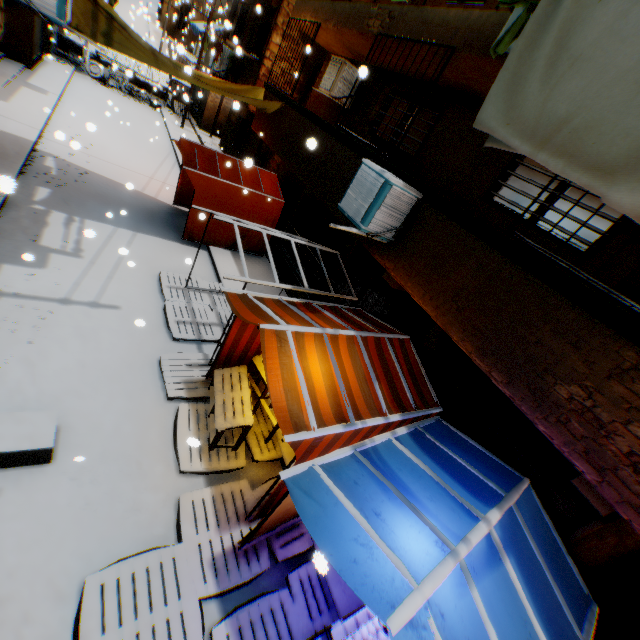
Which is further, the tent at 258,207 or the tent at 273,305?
the tent at 258,207

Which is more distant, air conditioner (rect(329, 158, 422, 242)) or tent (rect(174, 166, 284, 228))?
tent (rect(174, 166, 284, 228))

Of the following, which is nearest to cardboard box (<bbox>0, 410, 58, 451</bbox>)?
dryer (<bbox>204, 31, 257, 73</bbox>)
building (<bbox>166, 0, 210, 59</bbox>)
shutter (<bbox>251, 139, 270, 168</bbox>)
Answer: dryer (<bbox>204, 31, 257, 73</bbox>)

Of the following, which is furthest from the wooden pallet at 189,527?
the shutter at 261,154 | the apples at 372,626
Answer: the shutter at 261,154

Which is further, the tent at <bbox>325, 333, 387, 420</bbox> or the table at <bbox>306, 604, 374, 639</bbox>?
the tent at <bbox>325, 333, 387, 420</bbox>

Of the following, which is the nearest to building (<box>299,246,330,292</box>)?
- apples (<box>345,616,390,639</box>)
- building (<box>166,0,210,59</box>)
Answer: apples (<box>345,616,390,639</box>)

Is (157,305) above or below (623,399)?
below

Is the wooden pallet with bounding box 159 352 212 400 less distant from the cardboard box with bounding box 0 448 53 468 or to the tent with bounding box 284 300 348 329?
the tent with bounding box 284 300 348 329
